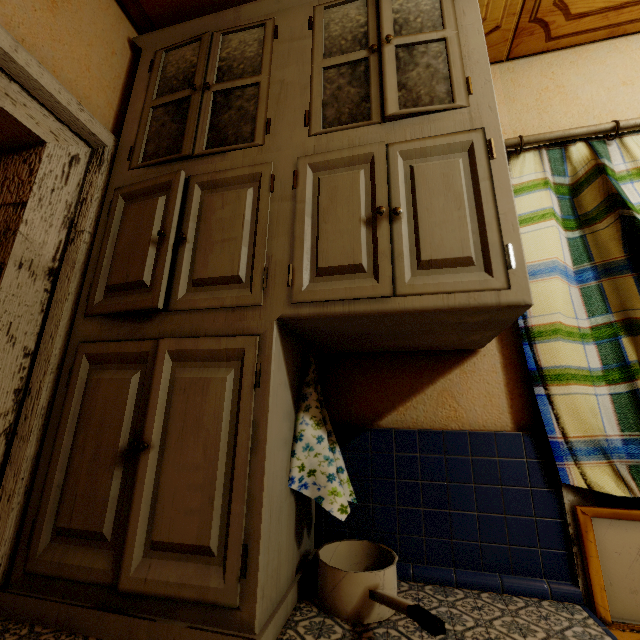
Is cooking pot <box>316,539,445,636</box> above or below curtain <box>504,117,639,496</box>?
below

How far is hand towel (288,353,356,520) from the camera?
0.9 meters

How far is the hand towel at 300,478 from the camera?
0.90m

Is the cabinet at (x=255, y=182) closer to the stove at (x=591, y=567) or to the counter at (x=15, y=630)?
the counter at (x=15, y=630)

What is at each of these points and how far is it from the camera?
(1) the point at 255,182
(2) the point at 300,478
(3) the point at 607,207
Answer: (1) cabinet, 1.0 meters
(2) hand towel, 0.9 meters
(3) curtain, 1.1 meters

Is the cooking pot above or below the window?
below

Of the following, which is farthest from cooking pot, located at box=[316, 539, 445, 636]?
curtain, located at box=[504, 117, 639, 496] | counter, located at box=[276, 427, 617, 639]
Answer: curtain, located at box=[504, 117, 639, 496]

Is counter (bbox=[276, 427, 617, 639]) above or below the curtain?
below
